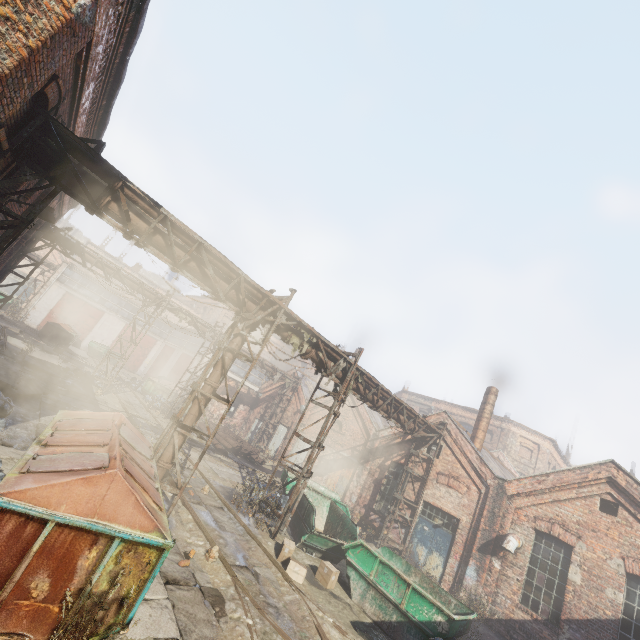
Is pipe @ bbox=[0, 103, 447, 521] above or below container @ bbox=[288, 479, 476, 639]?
above

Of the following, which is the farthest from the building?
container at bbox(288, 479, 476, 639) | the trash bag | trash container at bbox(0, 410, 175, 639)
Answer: the trash bag

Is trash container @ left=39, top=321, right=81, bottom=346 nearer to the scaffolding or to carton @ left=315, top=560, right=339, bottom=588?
the scaffolding

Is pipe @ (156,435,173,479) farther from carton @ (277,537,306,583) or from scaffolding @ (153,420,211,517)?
carton @ (277,537,306,583)

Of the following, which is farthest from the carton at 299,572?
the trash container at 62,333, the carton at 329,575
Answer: the trash container at 62,333

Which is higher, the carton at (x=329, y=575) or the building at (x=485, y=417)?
the building at (x=485, y=417)

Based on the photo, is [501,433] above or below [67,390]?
above

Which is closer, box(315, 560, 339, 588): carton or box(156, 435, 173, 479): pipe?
box(156, 435, 173, 479): pipe
